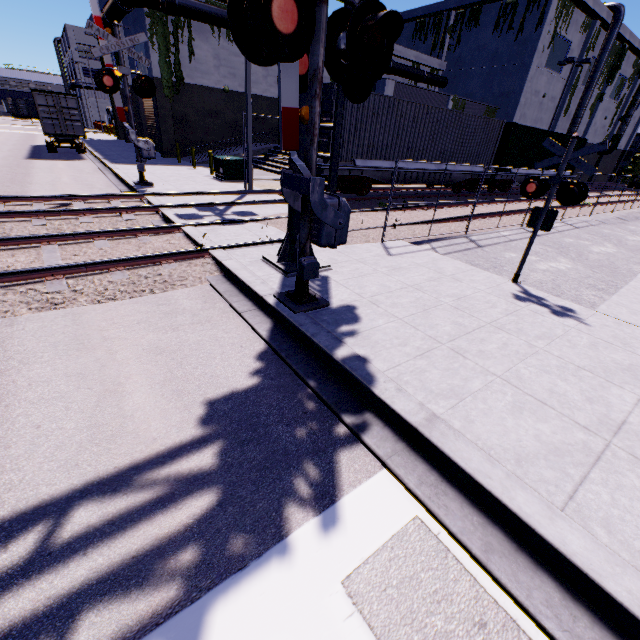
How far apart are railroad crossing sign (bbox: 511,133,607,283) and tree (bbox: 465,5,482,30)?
38.3 meters

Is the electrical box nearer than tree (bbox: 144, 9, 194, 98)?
Yes

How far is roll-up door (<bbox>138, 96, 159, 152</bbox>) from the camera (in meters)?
26.45

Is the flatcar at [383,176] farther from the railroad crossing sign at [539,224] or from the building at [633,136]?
the railroad crossing sign at [539,224]

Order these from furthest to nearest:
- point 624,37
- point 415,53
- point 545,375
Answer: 1. point 624,37
2. point 415,53
3. point 545,375

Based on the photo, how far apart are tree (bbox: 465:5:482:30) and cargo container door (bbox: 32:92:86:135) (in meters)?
34.47

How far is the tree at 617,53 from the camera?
37.41m

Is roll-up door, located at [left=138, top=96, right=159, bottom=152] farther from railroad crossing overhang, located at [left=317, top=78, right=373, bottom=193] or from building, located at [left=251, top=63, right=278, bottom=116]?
railroad crossing overhang, located at [left=317, top=78, right=373, bottom=193]
